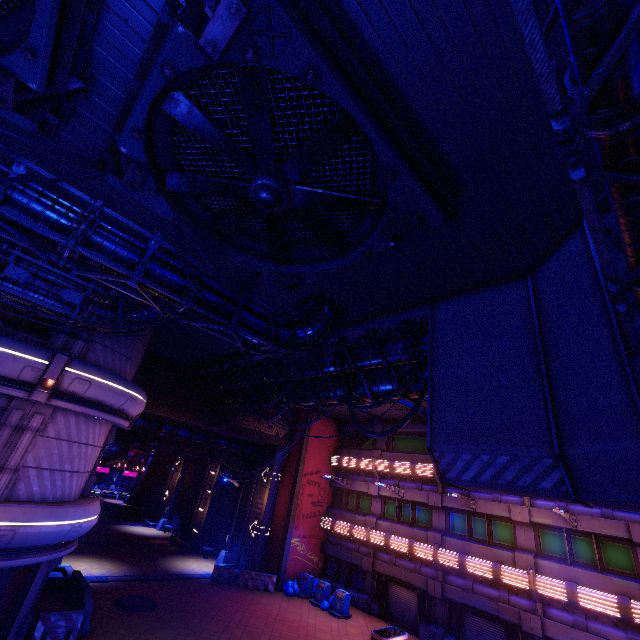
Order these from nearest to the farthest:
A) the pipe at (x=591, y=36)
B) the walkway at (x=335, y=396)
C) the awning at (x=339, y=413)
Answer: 1. the pipe at (x=591, y=36)
2. the walkway at (x=335, y=396)
3. the awning at (x=339, y=413)

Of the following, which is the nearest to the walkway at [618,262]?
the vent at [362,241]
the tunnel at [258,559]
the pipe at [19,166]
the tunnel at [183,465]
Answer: the pipe at [19,166]

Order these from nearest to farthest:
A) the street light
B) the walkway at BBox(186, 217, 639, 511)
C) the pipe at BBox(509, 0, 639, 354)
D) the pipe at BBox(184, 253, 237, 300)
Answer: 1. the pipe at BBox(509, 0, 639, 354)
2. the walkway at BBox(186, 217, 639, 511)
3. the pipe at BBox(184, 253, 237, 300)
4. the street light

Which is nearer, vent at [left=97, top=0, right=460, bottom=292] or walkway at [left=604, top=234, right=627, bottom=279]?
vent at [left=97, top=0, right=460, bottom=292]

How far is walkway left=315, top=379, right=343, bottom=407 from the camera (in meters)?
14.94

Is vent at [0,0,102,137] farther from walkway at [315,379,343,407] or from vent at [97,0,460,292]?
walkway at [315,379,343,407]

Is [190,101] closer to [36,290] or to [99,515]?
[36,290]

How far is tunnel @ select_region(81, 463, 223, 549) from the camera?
26.8m
